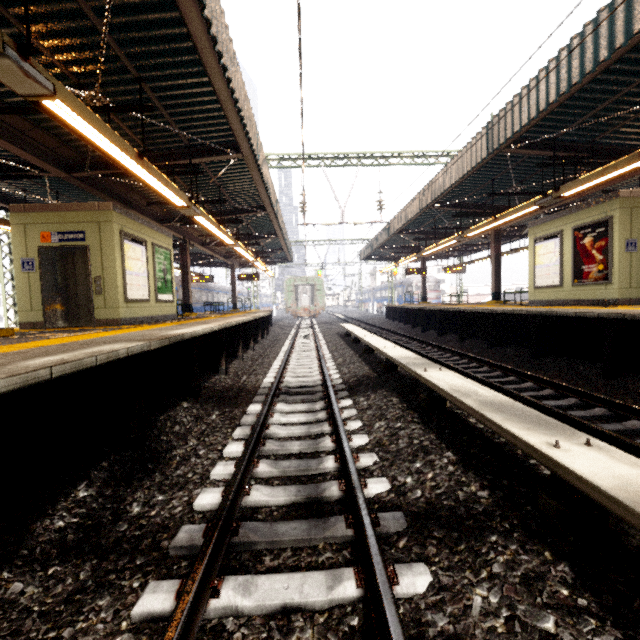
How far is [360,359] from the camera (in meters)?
8.65

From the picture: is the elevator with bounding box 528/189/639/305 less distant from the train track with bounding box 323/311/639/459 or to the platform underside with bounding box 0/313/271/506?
the train track with bounding box 323/311/639/459

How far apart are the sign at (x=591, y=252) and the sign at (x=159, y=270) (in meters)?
12.57

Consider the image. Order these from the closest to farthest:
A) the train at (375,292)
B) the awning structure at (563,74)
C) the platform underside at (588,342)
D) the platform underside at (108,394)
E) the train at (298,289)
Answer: the platform underside at (108,394) < the awning structure at (563,74) < the platform underside at (588,342) < the train at (298,289) < the train at (375,292)

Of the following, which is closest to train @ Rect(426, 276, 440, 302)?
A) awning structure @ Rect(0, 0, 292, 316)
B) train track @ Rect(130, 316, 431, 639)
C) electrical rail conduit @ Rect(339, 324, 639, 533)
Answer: train track @ Rect(130, 316, 431, 639)

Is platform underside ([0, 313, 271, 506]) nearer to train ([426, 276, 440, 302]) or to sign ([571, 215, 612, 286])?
sign ([571, 215, 612, 286])

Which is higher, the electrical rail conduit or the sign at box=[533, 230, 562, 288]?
the sign at box=[533, 230, 562, 288]

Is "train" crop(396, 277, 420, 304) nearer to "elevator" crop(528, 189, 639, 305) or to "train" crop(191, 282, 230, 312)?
"train" crop(191, 282, 230, 312)
